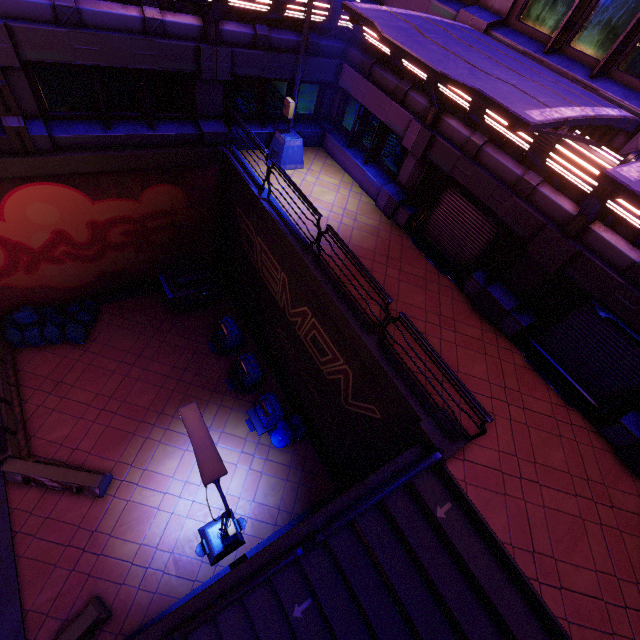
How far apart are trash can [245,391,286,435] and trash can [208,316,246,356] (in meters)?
2.37

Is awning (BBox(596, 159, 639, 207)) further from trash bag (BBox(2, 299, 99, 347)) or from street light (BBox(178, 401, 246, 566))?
trash bag (BBox(2, 299, 99, 347))

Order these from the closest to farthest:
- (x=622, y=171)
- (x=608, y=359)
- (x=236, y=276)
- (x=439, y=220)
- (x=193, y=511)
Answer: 1. (x=622, y=171)
2. (x=608, y=359)
3. (x=193, y=511)
4. (x=439, y=220)
5. (x=236, y=276)

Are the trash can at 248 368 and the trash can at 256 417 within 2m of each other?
yes

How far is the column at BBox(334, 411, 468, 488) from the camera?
6.6m

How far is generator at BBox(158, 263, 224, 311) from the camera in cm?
1287

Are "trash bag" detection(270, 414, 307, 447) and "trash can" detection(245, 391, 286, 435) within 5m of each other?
yes

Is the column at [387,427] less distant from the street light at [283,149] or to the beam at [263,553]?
the beam at [263,553]
